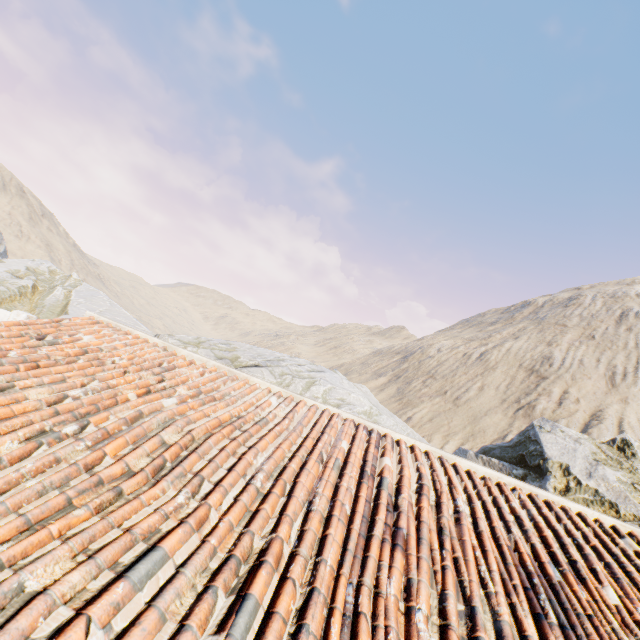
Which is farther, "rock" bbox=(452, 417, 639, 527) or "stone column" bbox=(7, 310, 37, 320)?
"stone column" bbox=(7, 310, 37, 320)

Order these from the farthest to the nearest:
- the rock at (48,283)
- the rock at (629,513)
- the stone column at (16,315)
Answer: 1. the rock at (48,283)
2. the stone column at (16,315)
3. the rock at (629,513)

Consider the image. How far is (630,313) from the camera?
47.0m

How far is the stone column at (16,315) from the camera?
13.59m

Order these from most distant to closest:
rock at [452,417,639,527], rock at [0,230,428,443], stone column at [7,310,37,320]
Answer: rock at [0,230,428,443] → stone column at [7,310,37,320] → rock at [452,417,639,527]

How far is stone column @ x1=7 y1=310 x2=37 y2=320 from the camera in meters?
13.6 m

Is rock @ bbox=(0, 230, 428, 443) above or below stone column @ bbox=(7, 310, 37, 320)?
above
